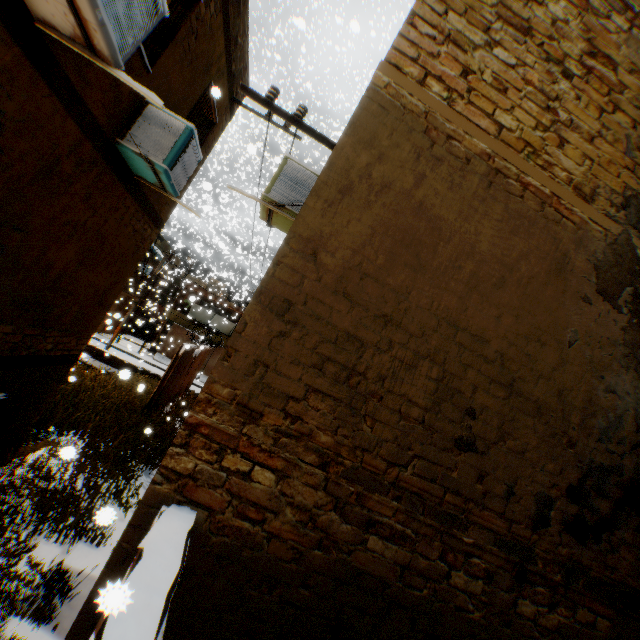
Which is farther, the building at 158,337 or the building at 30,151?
the building at 158,337

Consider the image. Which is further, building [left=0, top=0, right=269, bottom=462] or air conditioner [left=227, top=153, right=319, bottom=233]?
air conditioner [left=227, top=153, right=319, bottom=233]

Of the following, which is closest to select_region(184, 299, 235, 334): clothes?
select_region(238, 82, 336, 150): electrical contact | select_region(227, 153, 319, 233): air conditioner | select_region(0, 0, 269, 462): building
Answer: select_region(0, 0, 269, 462): building

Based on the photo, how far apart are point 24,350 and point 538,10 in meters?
7.9 m

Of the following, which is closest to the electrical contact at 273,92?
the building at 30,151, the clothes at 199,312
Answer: the building at 30,151

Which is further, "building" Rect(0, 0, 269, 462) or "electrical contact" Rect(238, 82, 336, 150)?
"electrical contact" Rect(238, 82, 336, 150)

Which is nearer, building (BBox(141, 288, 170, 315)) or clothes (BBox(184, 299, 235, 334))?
clothes (BBox(184, 299, 235, 334))

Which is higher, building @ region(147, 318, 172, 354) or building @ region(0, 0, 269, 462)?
building @ region(0, 0, 269, 462)
